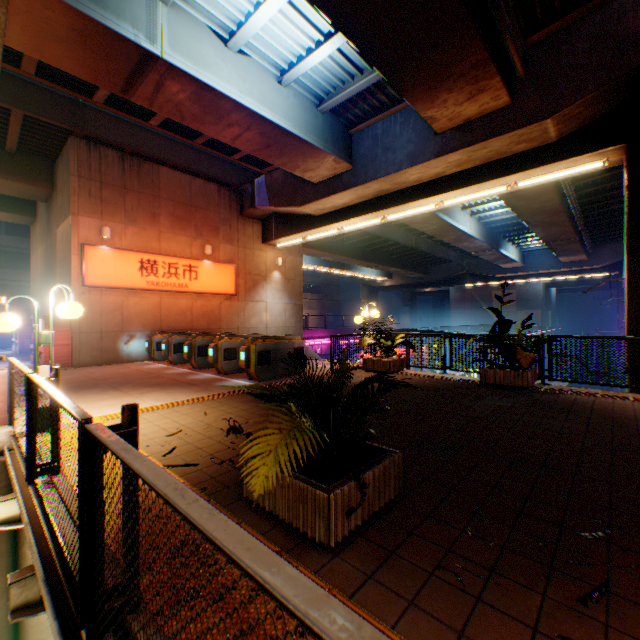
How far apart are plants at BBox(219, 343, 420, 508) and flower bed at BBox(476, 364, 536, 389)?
5.7 meters

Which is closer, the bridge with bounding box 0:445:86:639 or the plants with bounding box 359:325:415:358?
the bridge with bounding box 0:445:86:639

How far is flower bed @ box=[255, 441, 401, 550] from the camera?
2.3m

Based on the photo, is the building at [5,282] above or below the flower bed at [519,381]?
above

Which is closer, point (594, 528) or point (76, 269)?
point (594, 528)

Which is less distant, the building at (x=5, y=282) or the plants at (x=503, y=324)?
the plants at (x=503, y=324)

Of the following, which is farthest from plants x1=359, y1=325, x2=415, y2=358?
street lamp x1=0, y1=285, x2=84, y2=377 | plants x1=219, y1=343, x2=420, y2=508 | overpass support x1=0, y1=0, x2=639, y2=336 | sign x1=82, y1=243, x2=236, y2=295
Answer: Result: sign x1=82, y1=243, x2=236, y2=295

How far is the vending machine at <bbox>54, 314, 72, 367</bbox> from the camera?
11.9m
